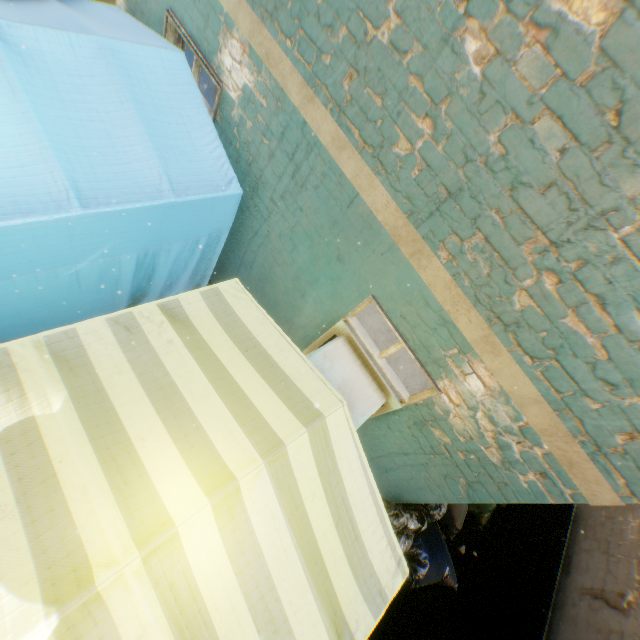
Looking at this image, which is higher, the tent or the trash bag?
the tent

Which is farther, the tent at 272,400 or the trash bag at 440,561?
the trash bag at 440,561

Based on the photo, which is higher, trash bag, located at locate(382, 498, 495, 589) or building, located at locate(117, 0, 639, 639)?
building, located at locate(117, 0, 639, 639)

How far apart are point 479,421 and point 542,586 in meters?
5.3 m

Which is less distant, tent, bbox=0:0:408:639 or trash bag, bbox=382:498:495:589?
tent, bbox=0:0:408:639

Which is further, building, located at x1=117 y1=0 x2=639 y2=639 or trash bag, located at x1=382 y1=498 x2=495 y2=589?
trash bag, located at x1=382 y1=498 x2=495 y2=589

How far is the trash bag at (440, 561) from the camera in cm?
373

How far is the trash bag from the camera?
3.73m
